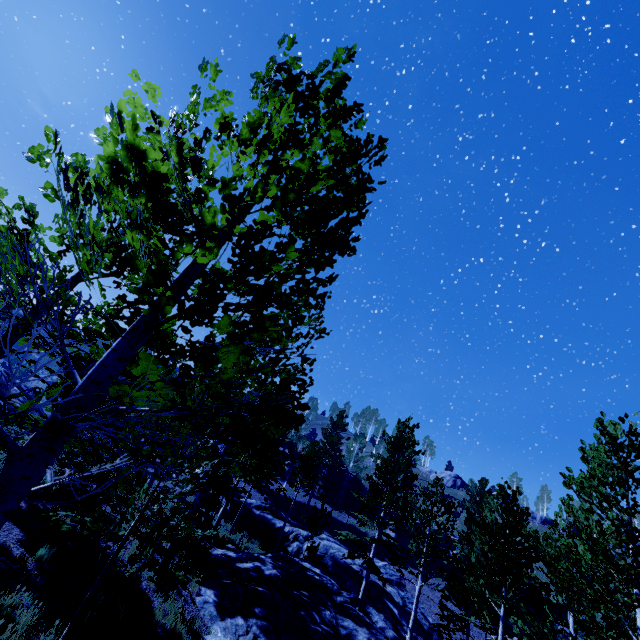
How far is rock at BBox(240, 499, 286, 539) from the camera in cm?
2755

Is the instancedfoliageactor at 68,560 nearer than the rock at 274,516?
Yes

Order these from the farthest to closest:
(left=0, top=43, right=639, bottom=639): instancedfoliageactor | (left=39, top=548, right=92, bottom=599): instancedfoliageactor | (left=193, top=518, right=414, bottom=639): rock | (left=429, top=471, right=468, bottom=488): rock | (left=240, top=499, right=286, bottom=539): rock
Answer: (left=429, top=471, right=468, bottom=488): rock, (left=240, top=499, right=286, bottom=539): rock, (left=193, top=518, right=414, bottom=639): rock, (left=39, top=548, right=92, bottom=599): instancedfoliageactor, (left=0, top=43, right=639, bottom=639): instancedfoliageactor

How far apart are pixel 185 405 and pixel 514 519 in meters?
14.1

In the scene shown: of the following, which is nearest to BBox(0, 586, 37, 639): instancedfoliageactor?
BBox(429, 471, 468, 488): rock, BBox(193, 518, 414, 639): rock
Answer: BBox(193, 518, 414, 639): rock

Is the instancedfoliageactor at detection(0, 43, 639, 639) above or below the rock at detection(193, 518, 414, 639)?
above

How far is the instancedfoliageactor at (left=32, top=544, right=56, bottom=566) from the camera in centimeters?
709cm

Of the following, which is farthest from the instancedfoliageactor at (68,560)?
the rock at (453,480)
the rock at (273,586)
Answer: the rock at (453,480)
